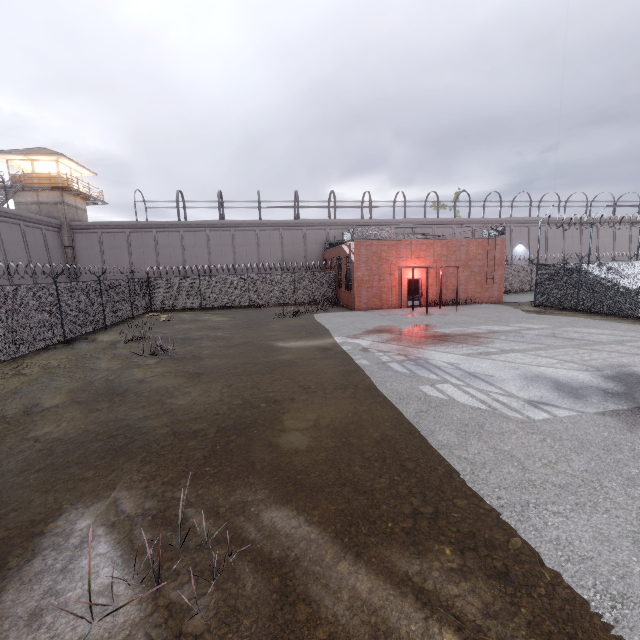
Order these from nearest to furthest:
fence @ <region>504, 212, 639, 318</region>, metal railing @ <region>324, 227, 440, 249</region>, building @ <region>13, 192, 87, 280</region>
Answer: fence @ <region>504, 212, 639, 318</region>, metal railing @ <region>324, 227, 440, 249</region>, building @ <region>13, 192, 87, 280</region>

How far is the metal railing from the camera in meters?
22.8 m

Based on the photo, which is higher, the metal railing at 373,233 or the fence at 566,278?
the metal railing at 373,233

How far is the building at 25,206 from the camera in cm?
2917

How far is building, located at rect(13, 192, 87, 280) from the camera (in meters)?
29.17

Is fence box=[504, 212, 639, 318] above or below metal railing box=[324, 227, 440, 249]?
below

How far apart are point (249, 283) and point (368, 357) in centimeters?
1906cm

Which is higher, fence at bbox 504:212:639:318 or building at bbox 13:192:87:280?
building at bbox 13:192:87:280
